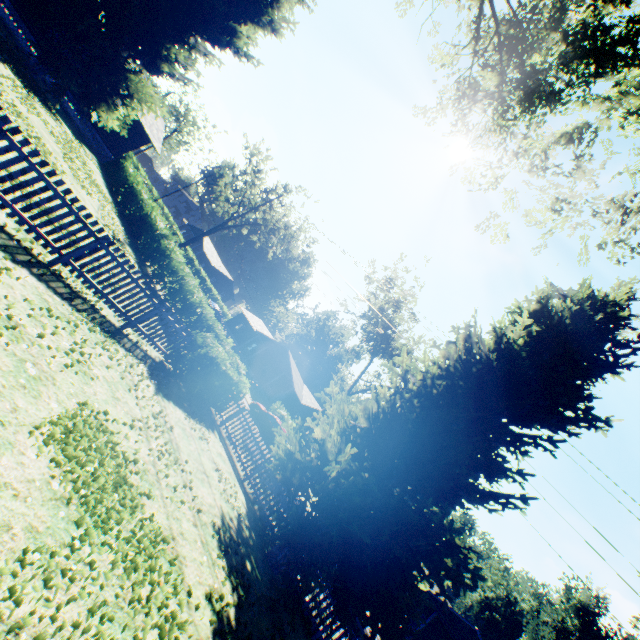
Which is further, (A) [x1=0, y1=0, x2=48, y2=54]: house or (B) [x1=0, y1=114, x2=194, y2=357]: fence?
(A) [x1=0, y1=0, x2=48, y2=54]: house

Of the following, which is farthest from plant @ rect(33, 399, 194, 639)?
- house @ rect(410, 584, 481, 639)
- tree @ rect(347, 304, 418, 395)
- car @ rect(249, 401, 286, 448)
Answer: house @ rect(410, 584, 481, 639)

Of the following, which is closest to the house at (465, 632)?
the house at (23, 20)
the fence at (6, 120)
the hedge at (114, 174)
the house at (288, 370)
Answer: the house at (288, 370)

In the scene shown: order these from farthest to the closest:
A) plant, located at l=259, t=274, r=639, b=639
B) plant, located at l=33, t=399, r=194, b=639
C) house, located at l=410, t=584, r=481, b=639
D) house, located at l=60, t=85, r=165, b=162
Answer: house, located at l=410, t=584, r=481, b=639
house, located at l=60, t=85, r=165, b=162
plant, located at l=259, t=274, r=639, b=639
plant, located at l=33, t=399, r=194, b=639

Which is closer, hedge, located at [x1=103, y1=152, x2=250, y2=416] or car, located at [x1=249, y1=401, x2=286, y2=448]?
hedge, located at [x1=103, y1=152, x2=250, y2=416]

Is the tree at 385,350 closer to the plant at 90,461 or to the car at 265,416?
the car at 265,416

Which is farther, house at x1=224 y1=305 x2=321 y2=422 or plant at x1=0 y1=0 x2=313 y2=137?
house at x1=224 y1=305 x2=321 y2=422

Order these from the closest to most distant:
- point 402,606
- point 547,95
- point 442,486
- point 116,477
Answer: point 116,477 < point 547,95 < point 402,606 < point 442,486
